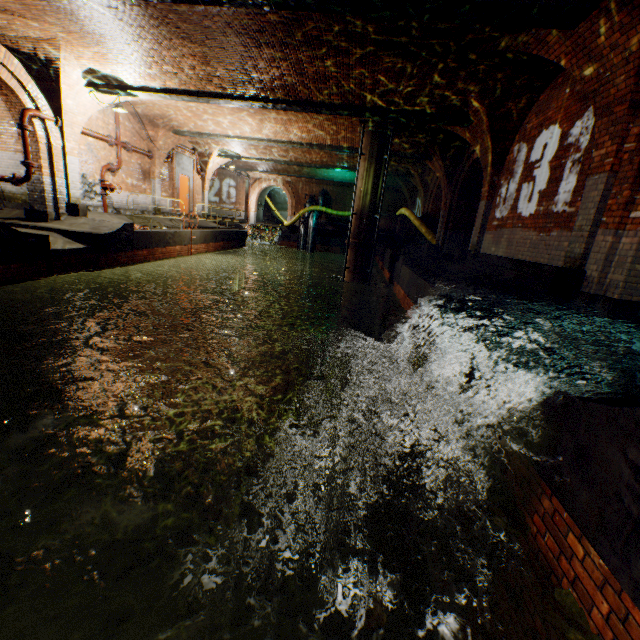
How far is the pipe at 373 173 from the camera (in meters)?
11.98

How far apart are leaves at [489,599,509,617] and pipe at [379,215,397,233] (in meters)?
18.16

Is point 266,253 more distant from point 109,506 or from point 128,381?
point 109,506

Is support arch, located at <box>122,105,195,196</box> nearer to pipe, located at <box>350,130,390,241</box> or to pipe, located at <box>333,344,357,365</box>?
pipe, located at <box>350,130,390,241</box>

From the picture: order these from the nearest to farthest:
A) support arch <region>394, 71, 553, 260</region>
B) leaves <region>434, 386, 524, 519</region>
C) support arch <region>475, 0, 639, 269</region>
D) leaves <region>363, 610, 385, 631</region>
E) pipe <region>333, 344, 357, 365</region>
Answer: leaves <region>363, 610, 385, 631</region>, leaves <region>434, 386, 524, 519</region>, support arch <region>475, 0, 639, 269</region>, support arch <region>394, 71, 553, 260</region>, pipe <region>333, 344, 357, 365</region>

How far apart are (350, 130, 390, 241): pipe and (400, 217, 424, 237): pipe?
5.57m

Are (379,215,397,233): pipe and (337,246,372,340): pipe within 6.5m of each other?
yes

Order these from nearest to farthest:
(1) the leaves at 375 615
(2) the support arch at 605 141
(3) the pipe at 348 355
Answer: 1. (1) the leaves at 375 615
2. (2) the support arch at 605 141
3. (3) the pipe at 348 355
